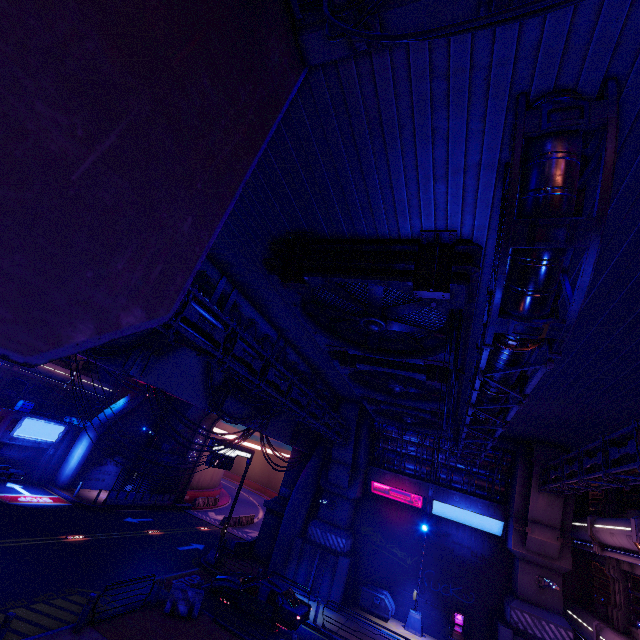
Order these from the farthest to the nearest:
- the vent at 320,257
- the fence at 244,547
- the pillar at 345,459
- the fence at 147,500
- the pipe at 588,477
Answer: the fence at 147,500 < the fence at 244,547 < the pillar at 345,459 < the pipe at 588,477 < the vent at 320,257

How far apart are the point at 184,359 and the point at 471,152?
12.7m

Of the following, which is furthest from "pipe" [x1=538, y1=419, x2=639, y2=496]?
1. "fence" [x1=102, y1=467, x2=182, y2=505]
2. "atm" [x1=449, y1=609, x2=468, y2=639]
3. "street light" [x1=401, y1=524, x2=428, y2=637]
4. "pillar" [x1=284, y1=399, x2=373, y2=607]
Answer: "fence" [x1=102, y1=467, x2=182, y2=505]

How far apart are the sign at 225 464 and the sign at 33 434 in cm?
1651

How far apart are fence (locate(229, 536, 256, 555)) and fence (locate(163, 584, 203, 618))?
9.5m

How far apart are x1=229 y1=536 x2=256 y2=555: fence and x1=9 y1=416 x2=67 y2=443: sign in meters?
17.3 m

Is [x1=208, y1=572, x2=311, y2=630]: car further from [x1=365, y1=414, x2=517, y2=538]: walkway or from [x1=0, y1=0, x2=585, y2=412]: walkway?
[x1=365, y1=414, x2=517, y2=538]: walkway

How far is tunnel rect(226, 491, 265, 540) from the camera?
31.3m
